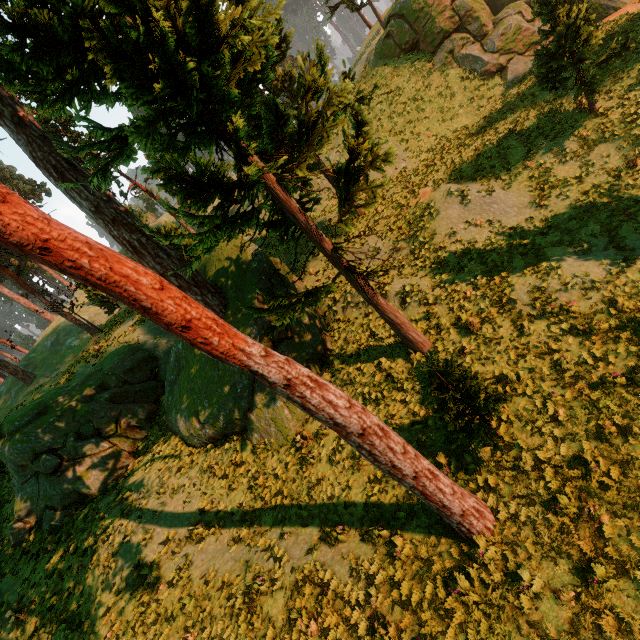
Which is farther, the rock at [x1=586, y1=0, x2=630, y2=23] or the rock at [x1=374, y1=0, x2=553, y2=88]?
the rock at [x1=374, y1=0, x2=553, y2=88]

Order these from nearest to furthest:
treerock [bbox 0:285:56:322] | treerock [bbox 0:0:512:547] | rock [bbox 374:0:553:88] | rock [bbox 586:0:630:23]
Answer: treerock [bbox 0:0:512:547]
rock [bbox 586:0:630:23]
rock [bbox 374:0:553:88]
treerock [bbox 0:285:56:322]

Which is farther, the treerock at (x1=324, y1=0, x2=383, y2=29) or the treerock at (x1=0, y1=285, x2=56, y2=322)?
the treerock at (x1=0, y1=285, x2=56, y2=322)

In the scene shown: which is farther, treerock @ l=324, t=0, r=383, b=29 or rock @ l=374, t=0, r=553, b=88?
treerock @ l=324, t=0, r=383, b=29

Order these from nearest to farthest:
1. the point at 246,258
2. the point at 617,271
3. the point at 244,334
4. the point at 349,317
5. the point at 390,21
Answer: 1. the point at 244,334
2. the point at 617,271
3. the point at 246,258
4. the point at 349,317
5. the point at 390,21

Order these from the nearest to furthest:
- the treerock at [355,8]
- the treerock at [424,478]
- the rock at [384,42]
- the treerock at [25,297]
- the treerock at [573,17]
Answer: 1. the treerock at [424,478]
2. the treerock at [573,17]
3. the rock at [384,42]
4. the treerock at [355,8]
5. the treerock at [25,297]

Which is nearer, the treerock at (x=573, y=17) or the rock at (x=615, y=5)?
the treerock at (x=573, y=17)
